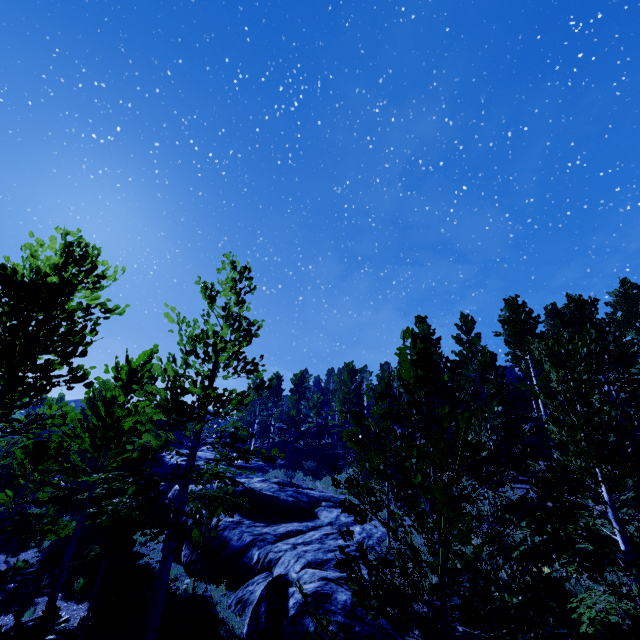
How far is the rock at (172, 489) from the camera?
16.6m

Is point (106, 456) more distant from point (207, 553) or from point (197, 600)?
point (197, 600)

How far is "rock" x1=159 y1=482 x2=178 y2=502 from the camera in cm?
1662

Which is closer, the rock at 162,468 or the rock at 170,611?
the rock at 170,611

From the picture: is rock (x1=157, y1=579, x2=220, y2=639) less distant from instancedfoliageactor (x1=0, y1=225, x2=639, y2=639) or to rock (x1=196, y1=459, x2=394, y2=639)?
rock (x1=196, y1=459, x2=394, y2=639)
